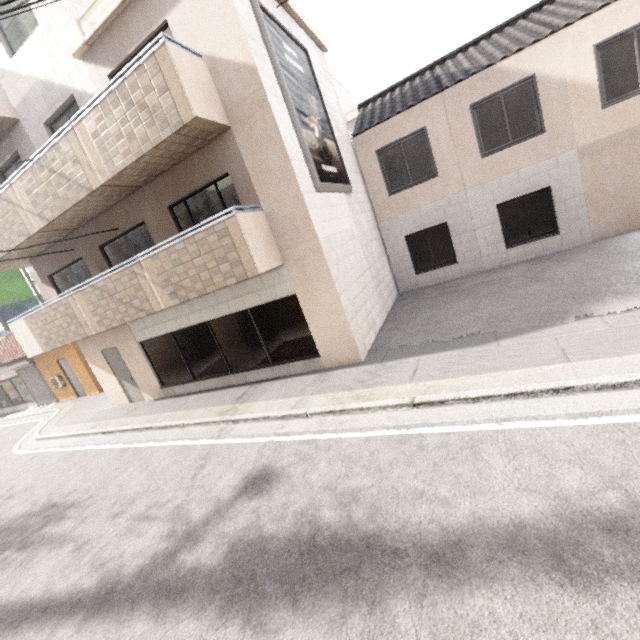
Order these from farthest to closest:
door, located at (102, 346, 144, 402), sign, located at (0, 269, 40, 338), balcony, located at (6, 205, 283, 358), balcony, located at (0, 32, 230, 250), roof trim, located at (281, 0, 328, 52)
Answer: sign, located at (0, 269, 40, 338) → door, located at (102, 346, 144, 402) → roof trim, located at (281, 0, 328, 52) → balcony, located at (6, 205, 283, 358) → balcony, located at (0, 32, 230, 250)

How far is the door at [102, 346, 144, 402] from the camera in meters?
10.8 m

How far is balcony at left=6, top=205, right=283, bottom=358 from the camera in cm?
645

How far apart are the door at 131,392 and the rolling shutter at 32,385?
8.9m

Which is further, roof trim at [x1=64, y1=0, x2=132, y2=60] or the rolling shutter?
the rolling shutter

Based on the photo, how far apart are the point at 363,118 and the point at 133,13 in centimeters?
791cm

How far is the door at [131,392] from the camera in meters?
10.8 m

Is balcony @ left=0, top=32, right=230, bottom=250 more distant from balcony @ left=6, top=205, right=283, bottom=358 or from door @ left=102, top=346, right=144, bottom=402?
door @ left=102, top=346, right=144, bottom=402
